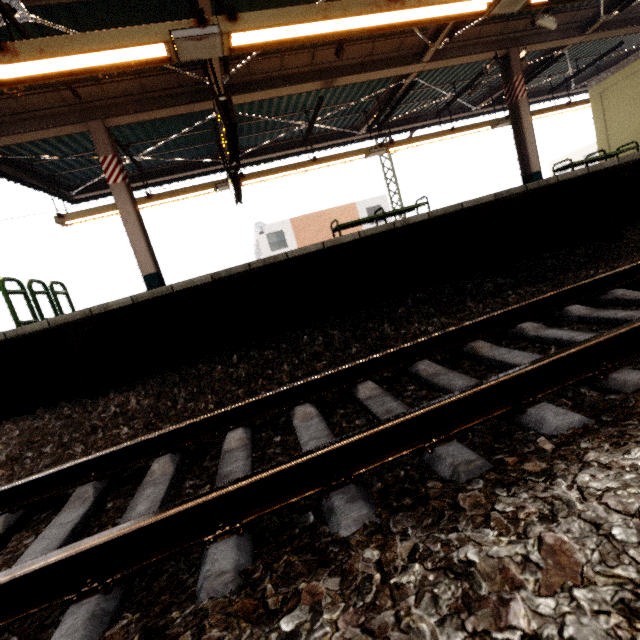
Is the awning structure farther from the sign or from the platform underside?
the platform underside

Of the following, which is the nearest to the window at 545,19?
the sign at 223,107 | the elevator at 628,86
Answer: the elevator at 628,86

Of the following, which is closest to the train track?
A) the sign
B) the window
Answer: the sign

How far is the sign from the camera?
4.84m

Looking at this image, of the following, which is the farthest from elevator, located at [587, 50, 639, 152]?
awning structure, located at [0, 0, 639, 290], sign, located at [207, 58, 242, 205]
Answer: sign, located at [207, 58, 242, 205]

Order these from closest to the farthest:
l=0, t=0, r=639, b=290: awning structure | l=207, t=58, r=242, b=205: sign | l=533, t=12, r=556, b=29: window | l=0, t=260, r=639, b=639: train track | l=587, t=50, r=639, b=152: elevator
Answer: l=0, t=260, r=639, b=639: train track < l=0, t=0, r=639, b=290: awning structure < l=207, t=58, r=242, b=205: sign < l=533, t=12, r=556, b=29: window < l=587, t=50, r=639, b=152: elevator

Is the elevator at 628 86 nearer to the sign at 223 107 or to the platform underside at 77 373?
the platform underside at 77 373

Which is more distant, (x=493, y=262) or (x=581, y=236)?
(x=581, y=236)
